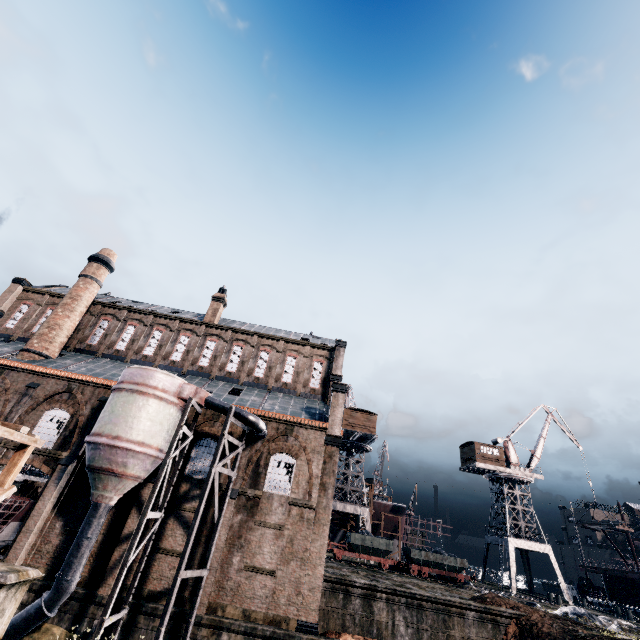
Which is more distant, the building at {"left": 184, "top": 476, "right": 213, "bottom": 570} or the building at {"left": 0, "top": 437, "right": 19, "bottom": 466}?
the building at {"left": 0, "top": 437, "right": 19, "bottom": 466}

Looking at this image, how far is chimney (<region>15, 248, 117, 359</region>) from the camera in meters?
29.9

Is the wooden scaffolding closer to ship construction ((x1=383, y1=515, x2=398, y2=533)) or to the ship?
ship construction ((x1=383, y1=515, x2=398, y2=533))

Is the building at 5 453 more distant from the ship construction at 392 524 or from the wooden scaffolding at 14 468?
the ship construction at 392 524

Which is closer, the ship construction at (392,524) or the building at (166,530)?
the building at (166,530)

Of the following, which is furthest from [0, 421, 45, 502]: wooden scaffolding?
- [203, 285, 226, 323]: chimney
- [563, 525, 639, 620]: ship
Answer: [563, 525, 639, 620]: ship

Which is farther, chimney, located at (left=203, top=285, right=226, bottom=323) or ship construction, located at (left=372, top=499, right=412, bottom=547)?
ship construction, located at (left=372, top=499, right=412, bottom=547)

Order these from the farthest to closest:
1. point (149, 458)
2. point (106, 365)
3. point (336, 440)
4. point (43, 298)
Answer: point (43, 298), point (106, 365), point (336, 440), point (149, 458)
